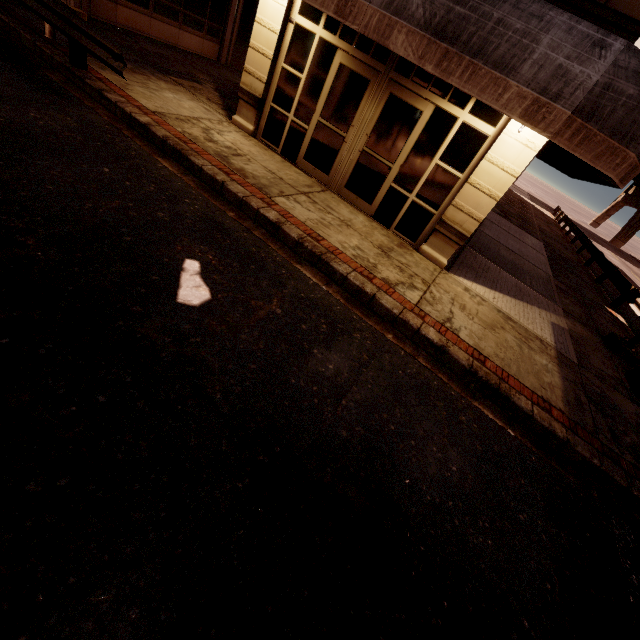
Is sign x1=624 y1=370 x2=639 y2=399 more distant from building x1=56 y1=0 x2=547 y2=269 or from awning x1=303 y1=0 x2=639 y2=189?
building x1=56 y1=0 x2=547 y2=269

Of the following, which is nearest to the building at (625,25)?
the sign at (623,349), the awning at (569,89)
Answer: the awning at (569,89)

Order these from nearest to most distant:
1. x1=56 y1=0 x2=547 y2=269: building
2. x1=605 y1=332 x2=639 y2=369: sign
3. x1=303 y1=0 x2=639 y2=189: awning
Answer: x1=303 y1=0 x2=639 y2=189: awning, x1=56 y1=0 x2=547 y2=269: building, x1=605 y1=332 x2=639 y2=369: sign

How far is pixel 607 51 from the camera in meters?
4.3 m

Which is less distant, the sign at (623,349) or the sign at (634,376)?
the sign at (634,376)

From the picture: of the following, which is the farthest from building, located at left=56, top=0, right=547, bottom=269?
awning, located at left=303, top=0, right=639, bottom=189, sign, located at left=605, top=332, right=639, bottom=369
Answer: sign, located at left=605, top=332, right=639, bottom=369

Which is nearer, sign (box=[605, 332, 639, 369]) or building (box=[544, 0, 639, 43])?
building (box=[544, 0, 639, 43])
